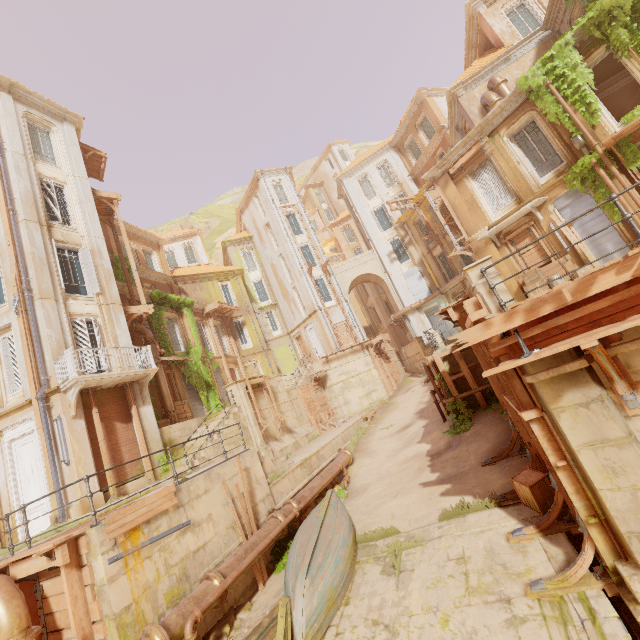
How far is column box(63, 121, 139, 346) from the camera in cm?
1526

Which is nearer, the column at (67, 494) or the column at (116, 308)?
the column at (67, 494)

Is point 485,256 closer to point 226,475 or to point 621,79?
point 621,79

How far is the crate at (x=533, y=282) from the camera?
14.2m

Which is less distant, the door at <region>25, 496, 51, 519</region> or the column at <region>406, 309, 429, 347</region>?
the door at <region>25, 496, 51, 519</region>

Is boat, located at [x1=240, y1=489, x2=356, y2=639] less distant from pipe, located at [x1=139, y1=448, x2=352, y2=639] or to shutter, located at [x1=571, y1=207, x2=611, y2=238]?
pipe, located at [x1=139, y1=448, x2=352, y2=639]

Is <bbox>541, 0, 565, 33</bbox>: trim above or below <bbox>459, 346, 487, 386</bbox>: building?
above

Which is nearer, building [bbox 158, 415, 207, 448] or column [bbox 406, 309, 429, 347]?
building [bbox 158, 415, 207, 448]
